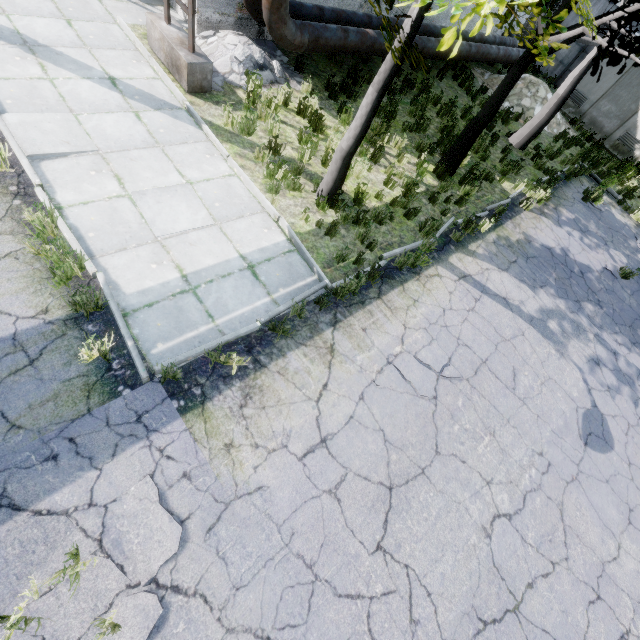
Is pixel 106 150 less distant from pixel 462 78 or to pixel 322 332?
pixel 322 332

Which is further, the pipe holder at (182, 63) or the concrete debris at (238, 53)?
the concrete debris at (238, 53)

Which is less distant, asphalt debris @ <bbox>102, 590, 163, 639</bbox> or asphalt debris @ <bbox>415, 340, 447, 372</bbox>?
asphalt debris @ <bbox>102, 590, 163, 639</bbox>

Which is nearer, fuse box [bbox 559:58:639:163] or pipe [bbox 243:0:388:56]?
pipe [bbox 243:0:388:56]

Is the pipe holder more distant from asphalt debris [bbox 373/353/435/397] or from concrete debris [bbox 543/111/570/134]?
concrete debris [bbox 543/111/570/134]

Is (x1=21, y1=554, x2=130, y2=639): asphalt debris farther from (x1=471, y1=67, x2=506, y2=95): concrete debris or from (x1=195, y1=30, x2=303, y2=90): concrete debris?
(x1=471, y1=67, x2=506, y2=95): concrete debris

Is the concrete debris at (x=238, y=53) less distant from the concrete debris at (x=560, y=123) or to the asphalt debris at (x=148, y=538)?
the asphalt debris at (x=148, y=538)

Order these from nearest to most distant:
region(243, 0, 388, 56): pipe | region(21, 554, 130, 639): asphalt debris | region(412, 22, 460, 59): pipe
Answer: region(21, 554, 130, 639): asphalt debris
region(243, 0, 388, 56): pipe
region(412, 22, 460, 59): pipe
